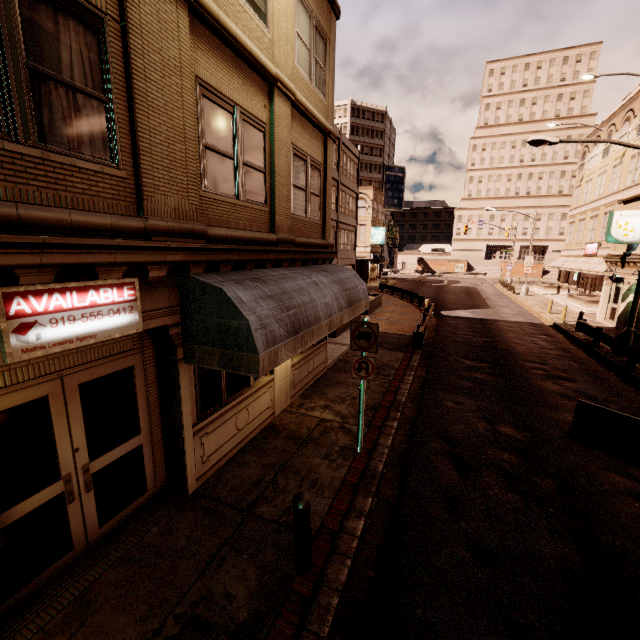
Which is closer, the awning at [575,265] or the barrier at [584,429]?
the barrier at [584,429]

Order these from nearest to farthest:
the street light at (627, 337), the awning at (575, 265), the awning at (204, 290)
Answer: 1. the awning at (204, 290)
2. the street light at (627, 337)
3. the awning at (575, 265)

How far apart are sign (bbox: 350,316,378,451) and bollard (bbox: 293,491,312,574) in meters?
2.8

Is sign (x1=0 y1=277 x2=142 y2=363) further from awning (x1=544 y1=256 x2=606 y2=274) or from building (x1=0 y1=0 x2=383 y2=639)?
awning (x1=544 y1=256 x2=606 y2=274)

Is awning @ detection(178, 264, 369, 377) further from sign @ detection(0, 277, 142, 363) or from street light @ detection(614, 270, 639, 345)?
street light @ detection(614, 270, 639, 345)

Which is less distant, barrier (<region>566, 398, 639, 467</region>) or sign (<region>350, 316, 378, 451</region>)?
sign (<region>350, 316, 378, 451</region>)

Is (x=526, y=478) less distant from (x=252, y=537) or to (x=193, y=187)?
(x=252, y=537)

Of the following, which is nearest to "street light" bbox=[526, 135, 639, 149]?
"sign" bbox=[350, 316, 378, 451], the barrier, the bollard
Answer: the barrier
